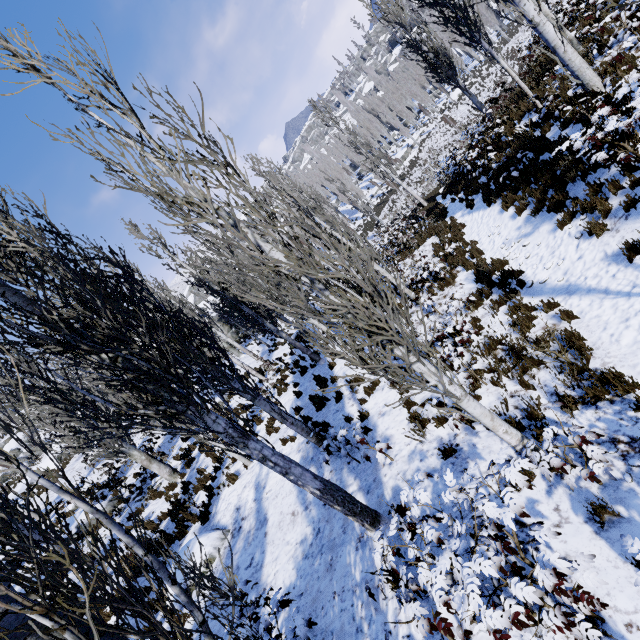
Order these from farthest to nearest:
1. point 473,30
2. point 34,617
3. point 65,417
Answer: point 65,417 → point 473,30 → point 34,617

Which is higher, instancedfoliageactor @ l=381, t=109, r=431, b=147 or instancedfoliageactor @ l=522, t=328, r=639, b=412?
instancedfoliageactor @ l=381, t=109, r=431, b=147

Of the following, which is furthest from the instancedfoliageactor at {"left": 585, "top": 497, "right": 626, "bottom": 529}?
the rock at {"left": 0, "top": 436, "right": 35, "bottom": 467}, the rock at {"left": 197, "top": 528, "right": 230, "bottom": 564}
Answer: the rock at {"left": 0, "top": 436, "right": 35, "bottom": 467}

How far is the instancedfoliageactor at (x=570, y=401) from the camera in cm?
412

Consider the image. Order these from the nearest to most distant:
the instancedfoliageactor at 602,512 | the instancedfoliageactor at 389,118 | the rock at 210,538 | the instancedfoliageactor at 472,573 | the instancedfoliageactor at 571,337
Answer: the instancedfoliageactor at 472,573
the instancedfoliageactor at 602,512
the instancedfoliageactor at 571,337
the rock at 210,538
the instancedfoliageactor at 389,118

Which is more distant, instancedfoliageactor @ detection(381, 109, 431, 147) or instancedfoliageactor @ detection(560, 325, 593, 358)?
instancedfoliageactor @ detection(381, 109, 431, 147)

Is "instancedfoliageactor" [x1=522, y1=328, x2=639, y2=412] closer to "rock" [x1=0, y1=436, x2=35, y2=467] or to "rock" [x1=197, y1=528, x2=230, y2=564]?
"rock" [x1=197, y1=528, x2=230, y2=564]

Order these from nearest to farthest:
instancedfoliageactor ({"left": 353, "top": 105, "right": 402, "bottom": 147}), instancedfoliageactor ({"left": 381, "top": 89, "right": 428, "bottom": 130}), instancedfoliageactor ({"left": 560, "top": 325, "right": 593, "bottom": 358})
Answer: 1. instancedfoliageactor ({"left": 560, "top": 325, "right": 593, "bottom": 358})
2. instancedfoliageactor ({"left": 381, "top": 89, "right": 428, "bottom": 130})
3. instancedfoliageactor ({"left": 353, "top": 105, "right": 402, "bottom": 147})
